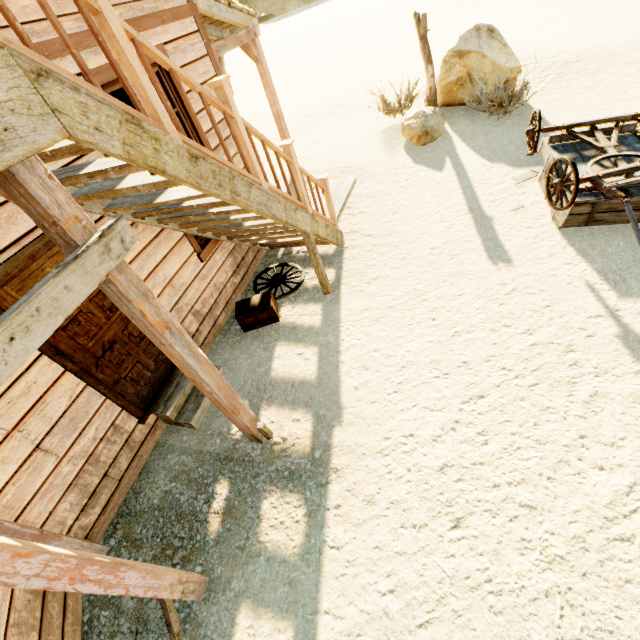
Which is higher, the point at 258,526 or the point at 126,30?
the point at 126,30

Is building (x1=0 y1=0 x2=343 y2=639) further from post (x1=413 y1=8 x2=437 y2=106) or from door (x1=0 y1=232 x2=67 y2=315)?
post (x1=413 y1=8 x2=437 y2=106)

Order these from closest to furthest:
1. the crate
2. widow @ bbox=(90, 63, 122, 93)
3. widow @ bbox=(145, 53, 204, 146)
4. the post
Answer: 1. widow @ bbox=(90, 63, 122, 93)
2. widow @ bbox=(145, 53, 204, 146)
3. the crate
4. the post

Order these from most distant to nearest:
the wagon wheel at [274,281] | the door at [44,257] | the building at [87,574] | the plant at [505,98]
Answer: the plant at [505,98]
the wagon wheel at [274,281]
the door at [44,257]
the building at [87,574]

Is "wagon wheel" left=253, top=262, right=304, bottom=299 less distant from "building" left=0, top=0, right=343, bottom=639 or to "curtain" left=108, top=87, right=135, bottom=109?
"building" left=0, top=0, right=343, bottom=639

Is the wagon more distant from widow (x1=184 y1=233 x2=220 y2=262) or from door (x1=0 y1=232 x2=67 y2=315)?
door (x1=0 y1=232 x2=67 y2=315)

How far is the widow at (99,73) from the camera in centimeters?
335cm

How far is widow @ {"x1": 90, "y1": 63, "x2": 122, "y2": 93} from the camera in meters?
3.4 m
